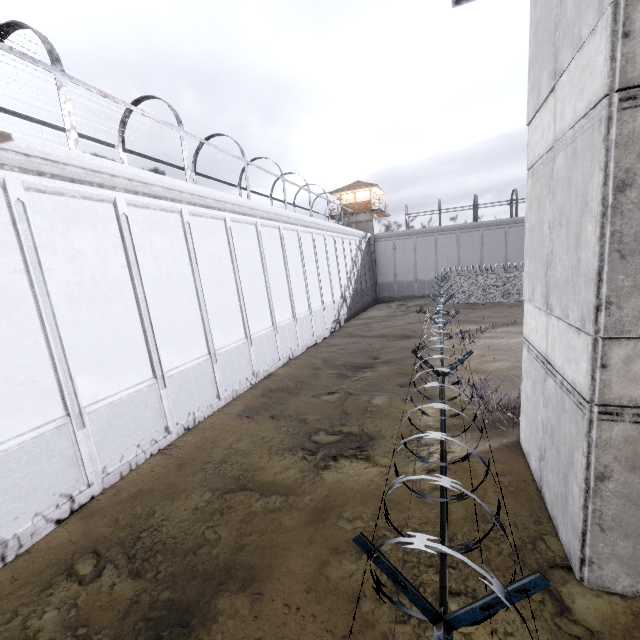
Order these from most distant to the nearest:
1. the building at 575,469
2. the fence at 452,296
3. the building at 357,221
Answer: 1. the building at 357,221
2. the building at 575,469
3. the fence at 452,296

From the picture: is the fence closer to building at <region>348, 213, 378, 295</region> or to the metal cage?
the metal cage

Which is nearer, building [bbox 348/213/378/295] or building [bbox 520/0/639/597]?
building [bbox 520/0/639/597]

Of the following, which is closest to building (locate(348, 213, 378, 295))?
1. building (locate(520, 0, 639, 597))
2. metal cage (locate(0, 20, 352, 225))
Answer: metal cage (locate(0, 20, 352, 225))

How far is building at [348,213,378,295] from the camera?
40.7m

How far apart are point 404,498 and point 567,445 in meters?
3.5

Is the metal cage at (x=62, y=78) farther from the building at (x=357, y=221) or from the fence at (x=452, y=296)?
the fence at (x=452, y=296)
